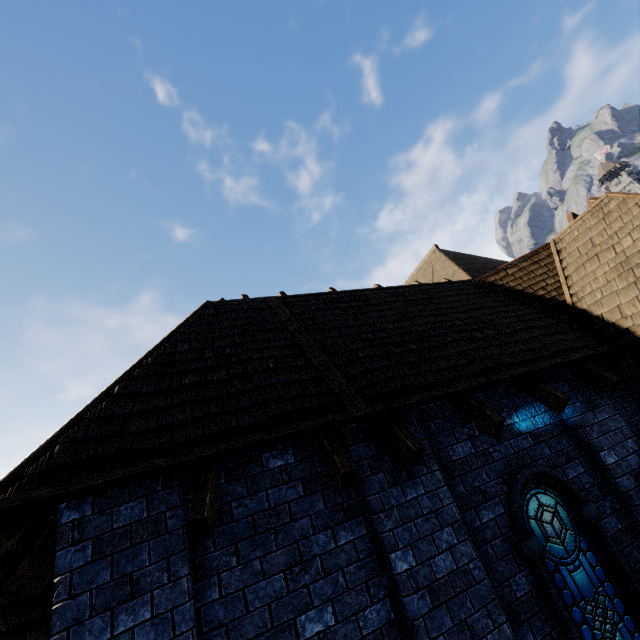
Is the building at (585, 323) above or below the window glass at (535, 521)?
above

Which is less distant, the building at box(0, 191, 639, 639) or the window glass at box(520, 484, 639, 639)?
the building at box(0, 191, 639, 639)

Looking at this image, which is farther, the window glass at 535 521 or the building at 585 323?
the window glass at 535 521

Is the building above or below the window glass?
above

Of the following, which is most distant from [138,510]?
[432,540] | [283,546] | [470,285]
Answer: [470,285]
